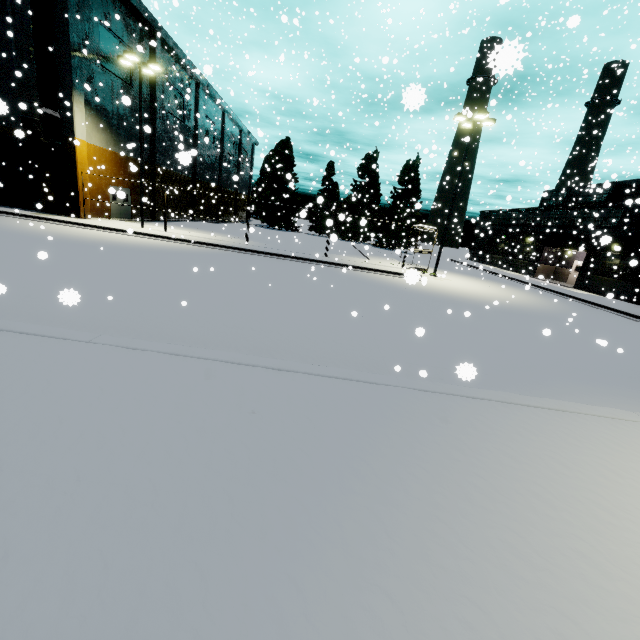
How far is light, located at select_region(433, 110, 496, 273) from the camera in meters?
19.0 m

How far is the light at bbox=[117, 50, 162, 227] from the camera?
18.8 meters

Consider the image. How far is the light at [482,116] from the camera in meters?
19.0 m

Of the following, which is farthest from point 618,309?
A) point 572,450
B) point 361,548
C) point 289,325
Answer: point 361,548

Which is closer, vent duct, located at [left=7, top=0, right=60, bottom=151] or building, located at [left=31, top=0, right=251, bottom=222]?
vent duct, located at [left=7, top=0, right=60, bottom=151]

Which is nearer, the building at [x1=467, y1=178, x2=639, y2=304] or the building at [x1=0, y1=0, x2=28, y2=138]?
the building at [x1=0, y1=0, x2=28, y2=138]

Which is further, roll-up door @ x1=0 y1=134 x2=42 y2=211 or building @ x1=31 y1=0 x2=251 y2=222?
roll-up door @ x1=0 y1=134 x2=42 y2=211

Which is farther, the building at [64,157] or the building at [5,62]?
the building at [64,157]
